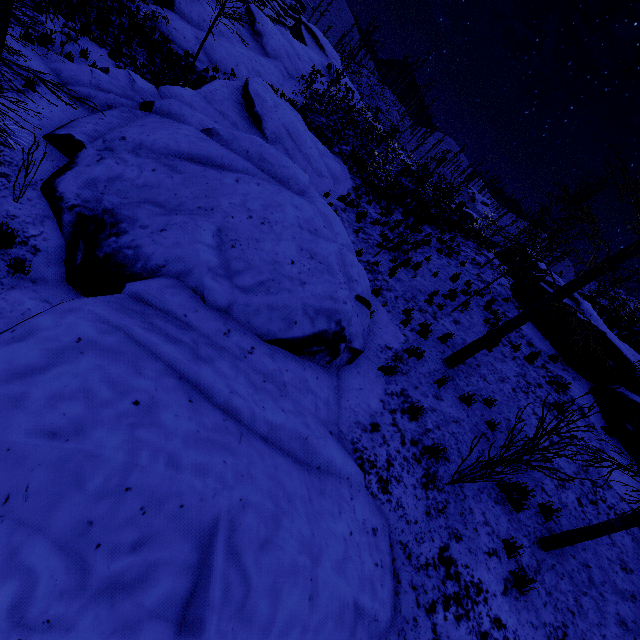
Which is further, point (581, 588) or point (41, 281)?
point (581, 588)

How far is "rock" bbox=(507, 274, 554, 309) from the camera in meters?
13.9

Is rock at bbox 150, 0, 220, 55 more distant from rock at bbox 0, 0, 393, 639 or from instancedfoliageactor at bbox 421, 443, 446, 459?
instancedfoliageactor at bbox 421, 443, 446, 459

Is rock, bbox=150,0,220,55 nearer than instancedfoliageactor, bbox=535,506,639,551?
No

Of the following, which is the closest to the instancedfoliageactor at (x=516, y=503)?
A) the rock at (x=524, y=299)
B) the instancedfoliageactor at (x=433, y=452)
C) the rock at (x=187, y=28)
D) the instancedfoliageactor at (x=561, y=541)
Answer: the instancedfoliageactor at (x=561, y=541)

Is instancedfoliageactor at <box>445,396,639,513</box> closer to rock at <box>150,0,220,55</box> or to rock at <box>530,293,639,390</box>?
rock at <box>530,293,639,390</box>

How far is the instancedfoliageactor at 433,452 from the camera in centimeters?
596cm

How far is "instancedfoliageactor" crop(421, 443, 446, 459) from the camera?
6.0m
